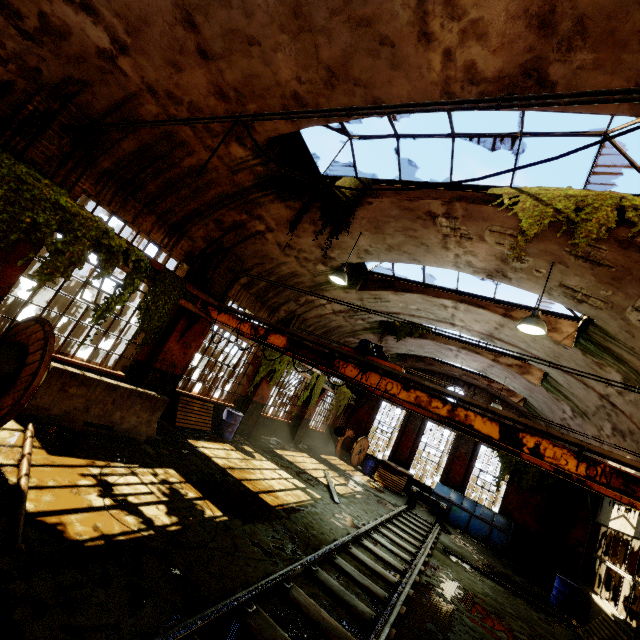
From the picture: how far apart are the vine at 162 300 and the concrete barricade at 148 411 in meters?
0.9

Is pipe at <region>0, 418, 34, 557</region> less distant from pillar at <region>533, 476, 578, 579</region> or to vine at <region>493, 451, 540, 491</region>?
vine at <region>493, 451, 540, 491</region>

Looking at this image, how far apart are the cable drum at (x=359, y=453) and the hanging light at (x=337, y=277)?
13.8m

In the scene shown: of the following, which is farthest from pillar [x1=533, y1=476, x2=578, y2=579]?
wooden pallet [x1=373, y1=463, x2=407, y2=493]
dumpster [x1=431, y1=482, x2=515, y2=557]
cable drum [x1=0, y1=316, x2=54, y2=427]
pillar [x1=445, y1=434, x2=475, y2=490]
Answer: cable drum [x1=0, y1=316, x2=54, y2=427]

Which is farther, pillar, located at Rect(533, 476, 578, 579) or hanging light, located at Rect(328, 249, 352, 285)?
pillar, located at Rect(533, 476, 578, 579)

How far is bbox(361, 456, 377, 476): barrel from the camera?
18.94m

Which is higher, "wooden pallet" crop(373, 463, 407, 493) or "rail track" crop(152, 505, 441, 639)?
"wooden pallet" crop(373, 463, 407, 493)

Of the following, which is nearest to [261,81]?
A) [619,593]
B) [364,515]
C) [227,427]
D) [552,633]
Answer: [227,427]
